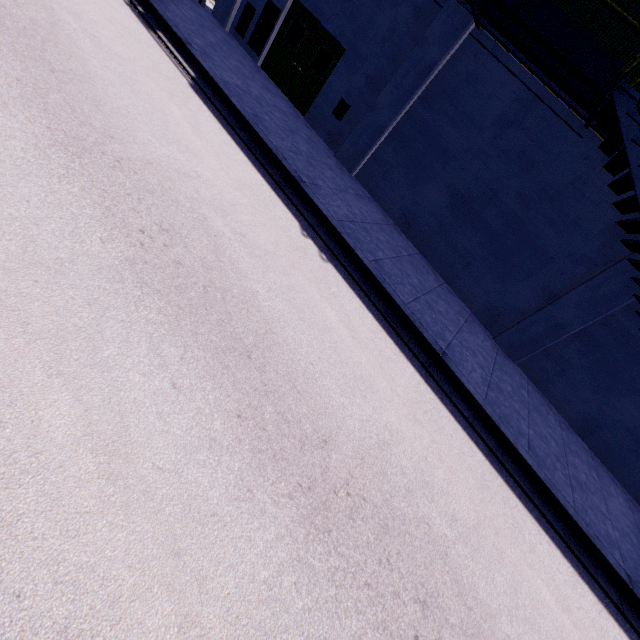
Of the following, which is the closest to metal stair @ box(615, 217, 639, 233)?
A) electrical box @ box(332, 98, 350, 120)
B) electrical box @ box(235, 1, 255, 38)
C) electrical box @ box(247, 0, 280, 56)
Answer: electrical box @ box(332, 98, 350, 120)

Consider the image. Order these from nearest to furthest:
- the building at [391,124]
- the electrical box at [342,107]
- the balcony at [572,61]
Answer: the balcony at [572,61] < the building at [391,124] < the electrical box at [342,107]

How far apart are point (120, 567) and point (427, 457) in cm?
385

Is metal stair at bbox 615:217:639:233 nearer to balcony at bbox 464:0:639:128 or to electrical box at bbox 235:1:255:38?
balcony at bbox 464:0:639:128

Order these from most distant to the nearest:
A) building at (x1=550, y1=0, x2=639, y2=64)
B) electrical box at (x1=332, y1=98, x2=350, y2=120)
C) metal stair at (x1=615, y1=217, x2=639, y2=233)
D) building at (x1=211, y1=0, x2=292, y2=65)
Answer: building at (x1=211, y1=0, x2=292, y2=65) < electrical box at (x1=332, y1=98, x2=350, y2=120) < building at (x1=550, y1=0, x2=639, y2=64) < metal stair at (x1=615, y1=217, x2=639, y2=233)

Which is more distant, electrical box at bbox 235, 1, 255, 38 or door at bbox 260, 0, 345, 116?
electrical box at bbox 235, 1, 255, 38

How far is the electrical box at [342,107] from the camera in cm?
1046

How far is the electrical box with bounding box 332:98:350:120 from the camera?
10.46m
